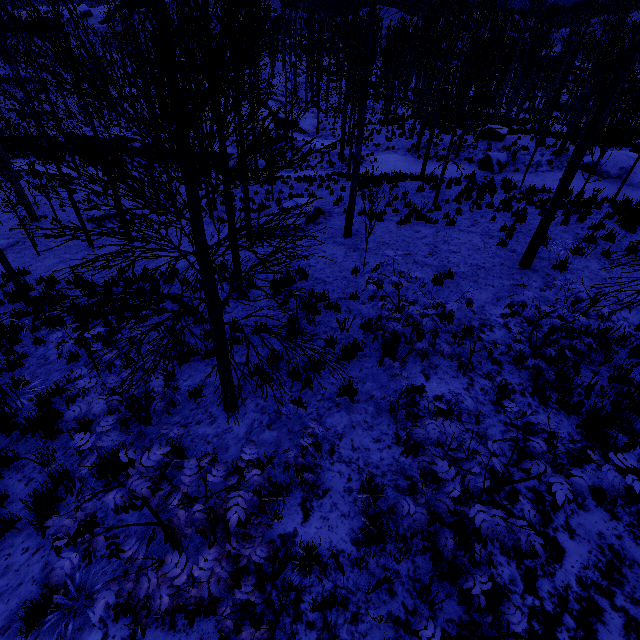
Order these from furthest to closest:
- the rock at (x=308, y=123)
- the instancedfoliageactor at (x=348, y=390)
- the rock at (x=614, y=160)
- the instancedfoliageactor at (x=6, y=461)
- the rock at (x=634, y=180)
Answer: the rock at (x=308, y=123), the rock at (x=614, y=160), the rock at (x=634, y=180), the instancedfoliageactor at (x=348, y=390), the instancedfoliageactor at (x=6, y=461)

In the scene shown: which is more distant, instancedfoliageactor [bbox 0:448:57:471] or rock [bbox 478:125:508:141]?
rock [bbox 478:125:508:141]

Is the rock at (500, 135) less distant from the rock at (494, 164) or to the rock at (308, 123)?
the rock at (494, 164)

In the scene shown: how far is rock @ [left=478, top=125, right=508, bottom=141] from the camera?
20.38m

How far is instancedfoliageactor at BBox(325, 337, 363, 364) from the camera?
3.80m

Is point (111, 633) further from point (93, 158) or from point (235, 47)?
point (235, 47)

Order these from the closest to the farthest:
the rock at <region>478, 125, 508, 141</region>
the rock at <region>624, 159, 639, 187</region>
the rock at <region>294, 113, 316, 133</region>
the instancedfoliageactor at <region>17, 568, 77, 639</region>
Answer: Result: the instancedfoliageactor at <region>17, 568, 77, 639</region> < the rock at <region>624, 159, 639, 187</region> < the rock at <region>478, 125, 508, 141</region> < the rock at <region>294, 113, 316, 133</region>

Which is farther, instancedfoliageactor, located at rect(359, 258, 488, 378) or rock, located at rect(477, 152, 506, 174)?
rock, located at rect(477, 152, 506, 174)
